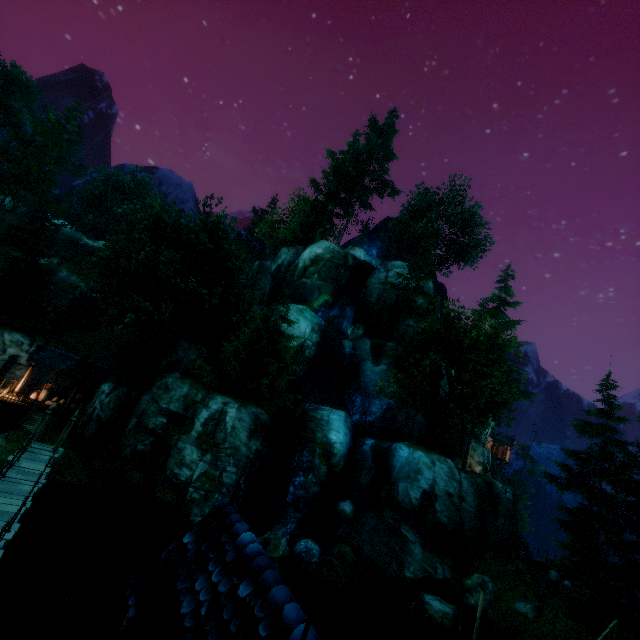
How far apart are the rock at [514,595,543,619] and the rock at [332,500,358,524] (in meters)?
10.80

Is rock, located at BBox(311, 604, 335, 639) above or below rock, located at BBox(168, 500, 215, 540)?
below

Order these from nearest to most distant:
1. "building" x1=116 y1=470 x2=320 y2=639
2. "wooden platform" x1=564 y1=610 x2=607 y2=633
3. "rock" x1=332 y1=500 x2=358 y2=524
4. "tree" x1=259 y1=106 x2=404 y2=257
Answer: "building" x1=116 y1=470 x2=320 y2=639 < "wooden platform" x1=564 y1=610 x2=607 y2=633 < "rock" x1=332 y1=500 x2=358 y2=524 < "tree" x1=259 y1=106 x2=404 y2=257

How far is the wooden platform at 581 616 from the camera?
17.9 meters

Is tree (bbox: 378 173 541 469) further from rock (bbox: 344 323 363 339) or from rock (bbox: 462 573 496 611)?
rock (bbox: 462 573 496 611)

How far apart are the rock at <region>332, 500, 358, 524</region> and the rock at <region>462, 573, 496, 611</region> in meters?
8.1

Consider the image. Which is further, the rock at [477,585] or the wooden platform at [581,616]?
the rock at [477,585]

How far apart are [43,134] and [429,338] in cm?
5016
